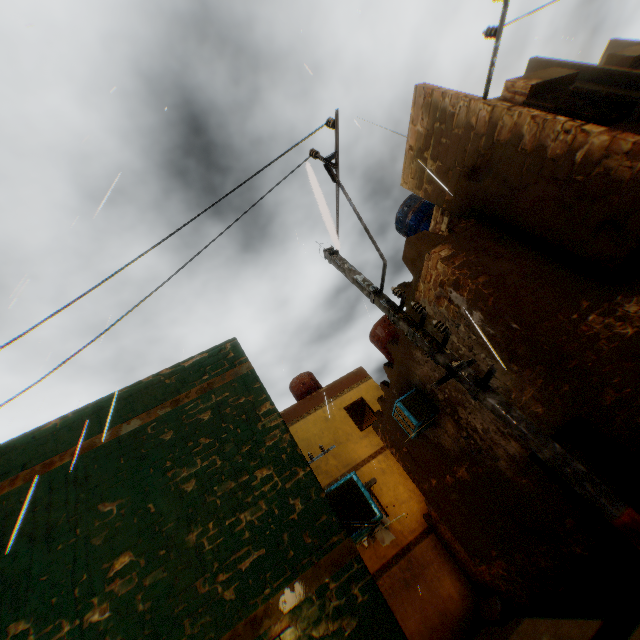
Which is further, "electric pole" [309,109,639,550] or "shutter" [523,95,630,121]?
"shutter" [523,95,630,121]

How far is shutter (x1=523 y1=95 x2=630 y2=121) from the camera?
5.5m

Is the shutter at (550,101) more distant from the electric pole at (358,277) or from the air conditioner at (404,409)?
the air conditioner at (404,409)

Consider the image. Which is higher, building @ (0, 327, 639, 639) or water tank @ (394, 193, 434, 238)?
water tank @ (394, 193, 434, 238)

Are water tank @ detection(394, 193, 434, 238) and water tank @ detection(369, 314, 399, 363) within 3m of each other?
yes

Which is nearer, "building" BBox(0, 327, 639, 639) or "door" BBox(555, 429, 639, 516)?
"building" BBox(0, 327, 639, 639)

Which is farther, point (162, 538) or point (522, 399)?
point (522, 399)

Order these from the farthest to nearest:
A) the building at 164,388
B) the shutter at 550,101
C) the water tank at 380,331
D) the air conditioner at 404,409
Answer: the water tank at 380,331
the air conditioner at 404,409
the shutter at 550,101
the building at 164,388
